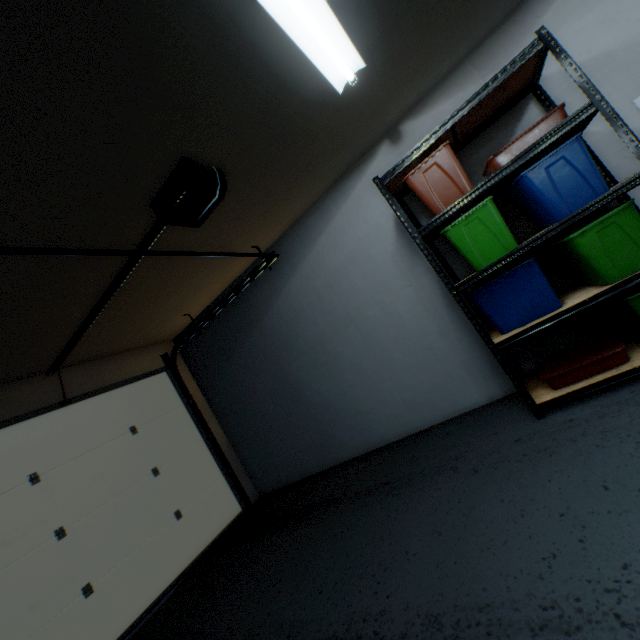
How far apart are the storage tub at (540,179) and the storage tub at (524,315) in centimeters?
19cm

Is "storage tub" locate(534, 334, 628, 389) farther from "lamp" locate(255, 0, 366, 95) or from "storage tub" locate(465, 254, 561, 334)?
"lamp" locate(255, 0, 366, 95)

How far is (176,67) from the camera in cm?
137

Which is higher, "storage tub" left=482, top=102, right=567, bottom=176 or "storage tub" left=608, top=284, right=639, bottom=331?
"storage tub" left=482, top=102, right=567, bottom=176

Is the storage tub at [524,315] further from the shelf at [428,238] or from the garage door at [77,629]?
the garage door at [77,629]

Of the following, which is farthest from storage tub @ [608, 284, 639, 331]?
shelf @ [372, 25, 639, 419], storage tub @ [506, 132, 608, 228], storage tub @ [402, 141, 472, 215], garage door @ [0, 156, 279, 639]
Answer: garage door @ [0, 156, 279, 639]

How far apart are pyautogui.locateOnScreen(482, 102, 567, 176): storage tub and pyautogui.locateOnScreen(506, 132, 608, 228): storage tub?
0.12m

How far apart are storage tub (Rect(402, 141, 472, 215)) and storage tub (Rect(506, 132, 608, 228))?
0.2 meters
